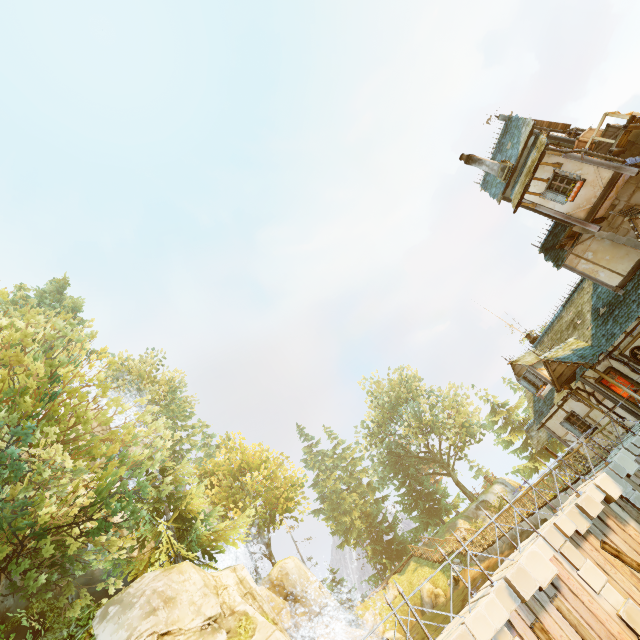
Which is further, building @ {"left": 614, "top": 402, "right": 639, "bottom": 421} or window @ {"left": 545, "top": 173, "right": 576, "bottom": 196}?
building @ {"left": 614, "top": 402, "right": 639, "bottom": 421}

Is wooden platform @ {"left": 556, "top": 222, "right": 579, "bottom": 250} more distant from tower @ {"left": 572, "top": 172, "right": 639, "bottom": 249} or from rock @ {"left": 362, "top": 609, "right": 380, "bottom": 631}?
rock @ {"left": 362, "top": 609, "right": 380, "bottom": 631}

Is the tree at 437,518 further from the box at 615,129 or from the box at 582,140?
the box at 615,129

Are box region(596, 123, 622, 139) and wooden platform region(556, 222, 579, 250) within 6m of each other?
yes

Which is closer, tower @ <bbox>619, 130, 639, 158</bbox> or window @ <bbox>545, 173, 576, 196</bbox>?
tower @ <bbox>619, 130, 639, 158</bbox>

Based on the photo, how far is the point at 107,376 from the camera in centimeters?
4088cm

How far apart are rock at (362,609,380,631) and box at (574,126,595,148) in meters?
37.8

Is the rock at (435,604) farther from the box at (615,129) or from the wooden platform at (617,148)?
the box at (615,129)
